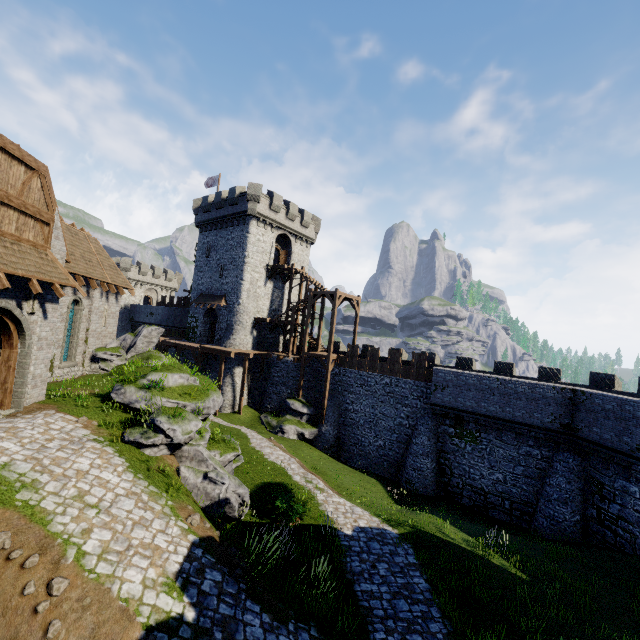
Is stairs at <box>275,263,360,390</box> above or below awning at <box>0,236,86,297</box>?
above

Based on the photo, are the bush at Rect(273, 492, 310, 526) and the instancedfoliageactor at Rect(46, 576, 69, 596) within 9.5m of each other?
yes

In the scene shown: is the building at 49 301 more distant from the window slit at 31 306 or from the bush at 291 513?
the bush at 291 513

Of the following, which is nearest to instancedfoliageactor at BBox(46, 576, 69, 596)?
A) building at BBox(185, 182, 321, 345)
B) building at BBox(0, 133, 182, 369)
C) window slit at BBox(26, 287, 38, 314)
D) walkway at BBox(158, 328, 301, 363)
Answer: building at BBox(0, 133, 182, 369)

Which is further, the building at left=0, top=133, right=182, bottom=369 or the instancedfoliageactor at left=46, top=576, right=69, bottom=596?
the building at left=0, top=133, right=182, bottom=369

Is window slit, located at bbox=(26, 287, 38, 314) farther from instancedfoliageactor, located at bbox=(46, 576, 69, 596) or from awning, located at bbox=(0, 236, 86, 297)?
instancedfoliageactor, located at bbox=(46, 576, 69, 596)

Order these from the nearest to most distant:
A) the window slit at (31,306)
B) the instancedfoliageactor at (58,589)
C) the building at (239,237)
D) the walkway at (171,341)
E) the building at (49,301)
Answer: the instancedfoliageactor at (58,589)
the window slit at (31,306)
the building at (49,301)
the walkway at (171,341)
the building at (239,237)

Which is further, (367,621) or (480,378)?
(480,378)
